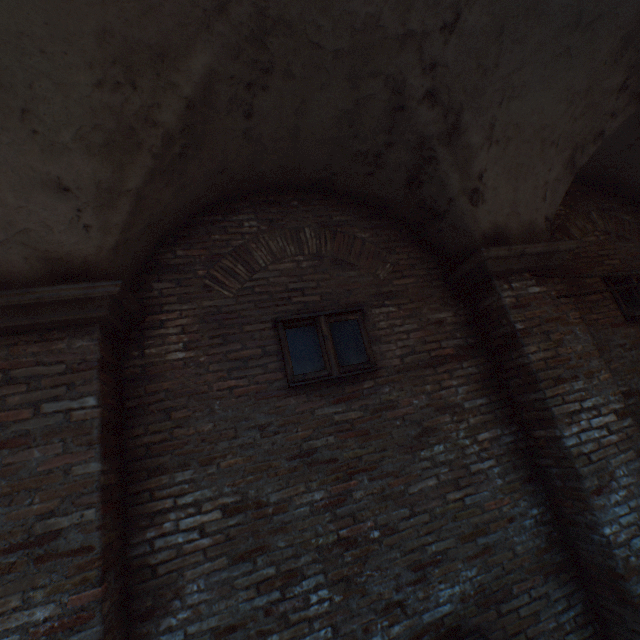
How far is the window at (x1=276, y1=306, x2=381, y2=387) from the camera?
3.33m

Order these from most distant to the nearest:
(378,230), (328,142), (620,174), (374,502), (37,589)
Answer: (620,174) → (378,230) → (328,142) → (374,502) → (37,589)

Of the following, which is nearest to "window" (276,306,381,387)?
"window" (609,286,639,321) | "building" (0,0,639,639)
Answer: "window" (609,286,639,321)

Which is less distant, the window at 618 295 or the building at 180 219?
the building at 180 219

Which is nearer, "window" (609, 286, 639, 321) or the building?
the building

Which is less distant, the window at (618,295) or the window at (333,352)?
the window at (333,352)

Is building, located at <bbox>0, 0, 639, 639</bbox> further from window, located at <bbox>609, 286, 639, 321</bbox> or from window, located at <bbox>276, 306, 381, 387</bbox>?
window, located at <bbox>609, 286, 639, 321</bbox>
